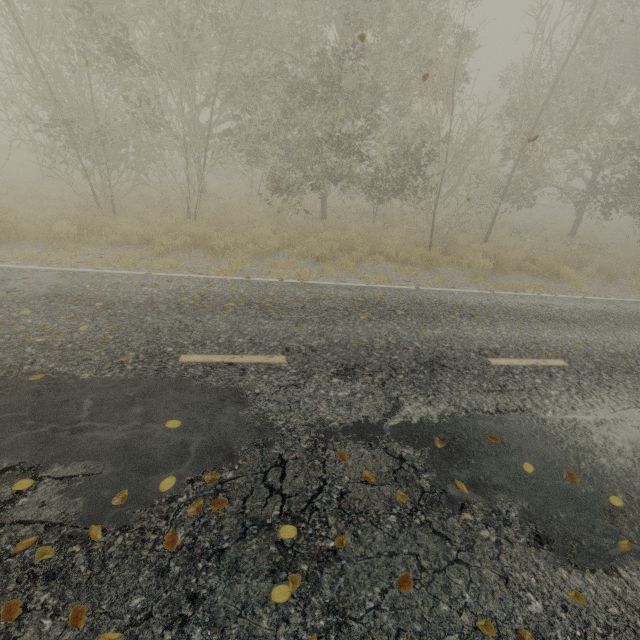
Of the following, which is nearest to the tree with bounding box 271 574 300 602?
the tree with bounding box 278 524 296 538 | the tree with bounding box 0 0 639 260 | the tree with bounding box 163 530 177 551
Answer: the tree with bounding box 278 524 296 538

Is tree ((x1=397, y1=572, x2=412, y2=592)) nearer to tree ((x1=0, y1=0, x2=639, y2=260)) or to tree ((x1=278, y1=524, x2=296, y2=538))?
tree ((x1=278, y1=524, x2=296, y2=538))

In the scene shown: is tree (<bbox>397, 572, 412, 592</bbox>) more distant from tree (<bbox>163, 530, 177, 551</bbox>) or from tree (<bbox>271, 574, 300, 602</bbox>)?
tree (<bbox>163, 530, 177, 551</bbox>)

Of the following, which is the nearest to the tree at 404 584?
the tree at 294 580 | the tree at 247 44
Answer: the tree at 294 580

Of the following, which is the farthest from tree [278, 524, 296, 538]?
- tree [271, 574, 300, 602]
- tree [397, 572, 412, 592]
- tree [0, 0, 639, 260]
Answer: tree [0, 0, 639, 260]

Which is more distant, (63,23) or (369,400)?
(63,23)

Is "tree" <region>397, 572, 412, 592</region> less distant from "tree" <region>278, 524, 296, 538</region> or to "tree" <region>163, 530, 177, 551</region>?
"tree" <region>278, 524, 296, 538</region>

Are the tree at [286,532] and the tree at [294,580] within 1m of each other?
yes
